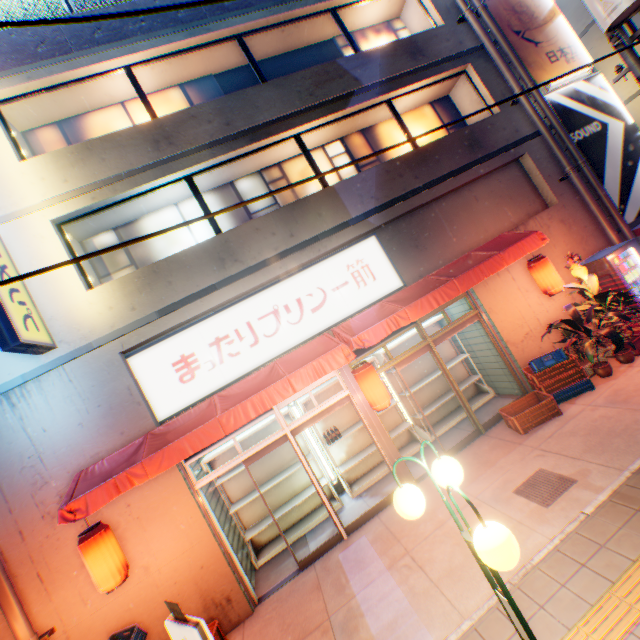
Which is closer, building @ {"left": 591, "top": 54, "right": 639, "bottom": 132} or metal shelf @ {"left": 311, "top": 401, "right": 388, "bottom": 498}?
metal shelf @ {"left": 311, "top": 401, "right": 388, "bottom": 498}

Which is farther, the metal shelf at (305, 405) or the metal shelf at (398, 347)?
the metal shelf at (398, 347)

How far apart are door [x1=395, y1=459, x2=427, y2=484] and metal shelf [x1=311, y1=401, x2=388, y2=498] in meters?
1.0

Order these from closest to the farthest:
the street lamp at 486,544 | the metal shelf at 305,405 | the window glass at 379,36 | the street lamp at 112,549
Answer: the street lamp at 486,544 → the street lamp at 112,549 → the metal shelf at 305,405 → the window glass at 379,36

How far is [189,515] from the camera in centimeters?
589cm

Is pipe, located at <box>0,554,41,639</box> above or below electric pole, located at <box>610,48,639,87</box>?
below

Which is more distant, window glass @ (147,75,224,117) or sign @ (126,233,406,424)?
window glass @ (147,75,224,117)

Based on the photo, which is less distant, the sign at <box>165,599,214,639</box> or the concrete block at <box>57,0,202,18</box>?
the sign at <box>165,599,214,639</box>
